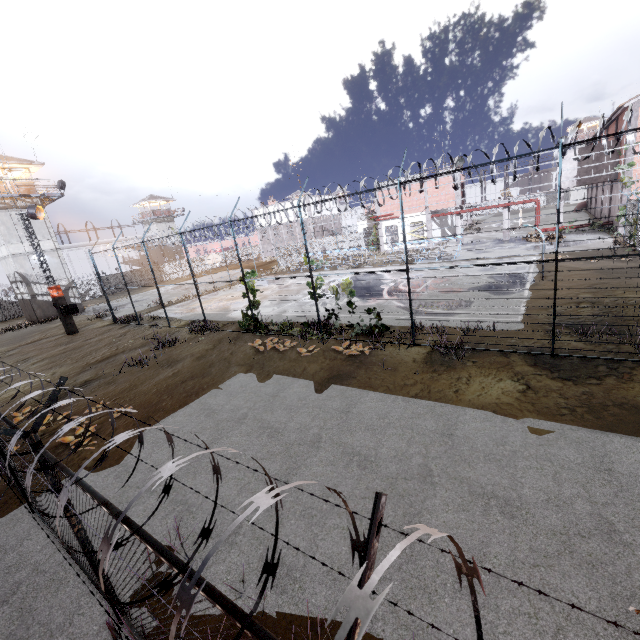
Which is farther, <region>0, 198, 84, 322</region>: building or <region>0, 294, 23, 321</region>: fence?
<region>0, 294, 23, 321</region>: fence

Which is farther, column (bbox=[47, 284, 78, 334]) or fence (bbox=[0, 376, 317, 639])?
column (bbox=[47, 284, 78, 334])

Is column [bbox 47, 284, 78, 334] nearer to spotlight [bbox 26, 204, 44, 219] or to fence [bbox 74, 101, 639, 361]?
fence [bbox 74, 101, 639, 361]

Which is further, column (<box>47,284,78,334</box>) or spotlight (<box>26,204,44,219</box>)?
column (<box>47,284,78,334</box>)

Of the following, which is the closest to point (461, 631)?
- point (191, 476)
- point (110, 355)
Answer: point (191, 476)

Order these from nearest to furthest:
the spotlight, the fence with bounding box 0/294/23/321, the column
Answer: the spotlight, the column, the fence with bounding box 0/294/23/321

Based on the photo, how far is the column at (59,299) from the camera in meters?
23.0

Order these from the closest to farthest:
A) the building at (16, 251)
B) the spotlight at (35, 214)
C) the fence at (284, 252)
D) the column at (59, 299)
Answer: the fence at (284, 252) → the spotlight at (35, 214) → the column at (59, 299) → the building at (16, 251)
